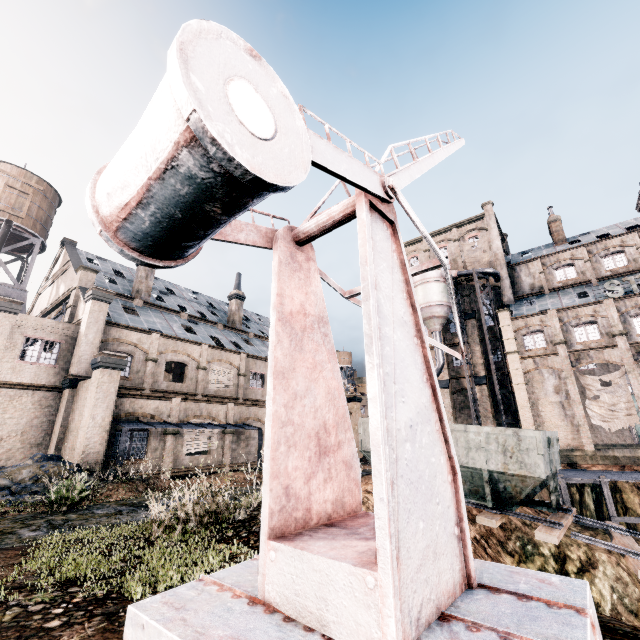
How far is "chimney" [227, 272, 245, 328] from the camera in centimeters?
3922cm

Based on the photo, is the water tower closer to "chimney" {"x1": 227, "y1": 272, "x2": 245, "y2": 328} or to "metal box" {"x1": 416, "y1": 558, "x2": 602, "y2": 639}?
"chimney" {"x1": 227, "y1": 272, "x2": 245, "y2": 328}

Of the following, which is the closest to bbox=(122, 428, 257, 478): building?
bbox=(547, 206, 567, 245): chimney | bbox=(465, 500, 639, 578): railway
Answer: bbox=(547, 206, 567, 245): chimney

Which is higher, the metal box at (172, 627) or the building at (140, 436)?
the building at (140, 436)

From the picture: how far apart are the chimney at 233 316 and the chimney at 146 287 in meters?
9.4 m

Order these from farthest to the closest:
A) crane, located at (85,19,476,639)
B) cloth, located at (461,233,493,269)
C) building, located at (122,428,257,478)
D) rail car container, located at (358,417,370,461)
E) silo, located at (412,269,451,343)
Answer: cloth, located at (461,233,493,269) < silo, located at (412,269,451,343) < building, located at (122,428,257,478) < rail car container, located at (358,417,370,461) < crane, located at (85,19,476,639)

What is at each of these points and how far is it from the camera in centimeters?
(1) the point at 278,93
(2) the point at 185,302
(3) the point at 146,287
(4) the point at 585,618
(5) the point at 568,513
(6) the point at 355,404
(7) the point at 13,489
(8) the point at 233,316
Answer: (1) crane, 228cm
(2) building, 3831cm
(3) chimney, 3130cm
(4) metal box, 248cm
(5) railway, 1307cm
(6) building, 3800cm
(7) stone debris, 1262cm
(8) chimney, 3912cm

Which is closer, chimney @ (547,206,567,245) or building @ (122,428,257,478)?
building @ (122,428,257,478)
